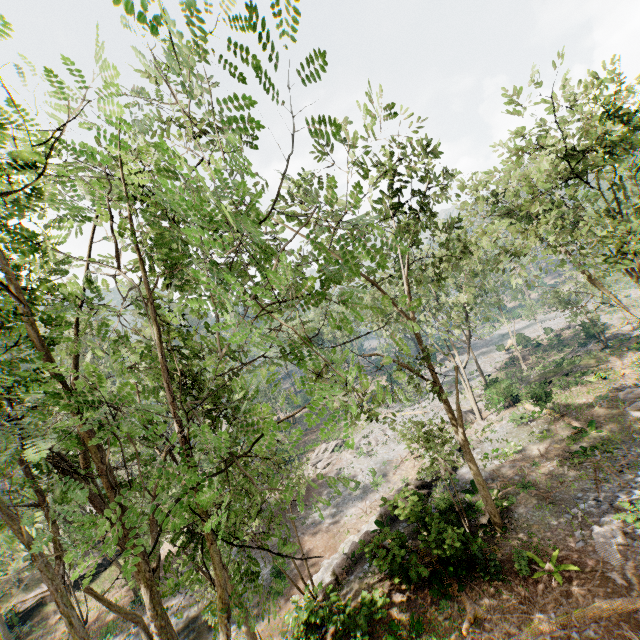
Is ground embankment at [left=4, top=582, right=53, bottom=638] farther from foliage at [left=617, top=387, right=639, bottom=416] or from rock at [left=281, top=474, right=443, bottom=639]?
rock at [left=281, top=474, right=443, bottom=639]

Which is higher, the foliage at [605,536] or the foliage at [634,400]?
the foliage at [634,400]

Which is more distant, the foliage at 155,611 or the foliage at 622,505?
the foliage at 622,505

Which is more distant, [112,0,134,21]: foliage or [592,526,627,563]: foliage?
[592,526,627,563]: foliage

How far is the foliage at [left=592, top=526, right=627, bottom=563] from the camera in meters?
12.5

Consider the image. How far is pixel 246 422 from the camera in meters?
13.2
